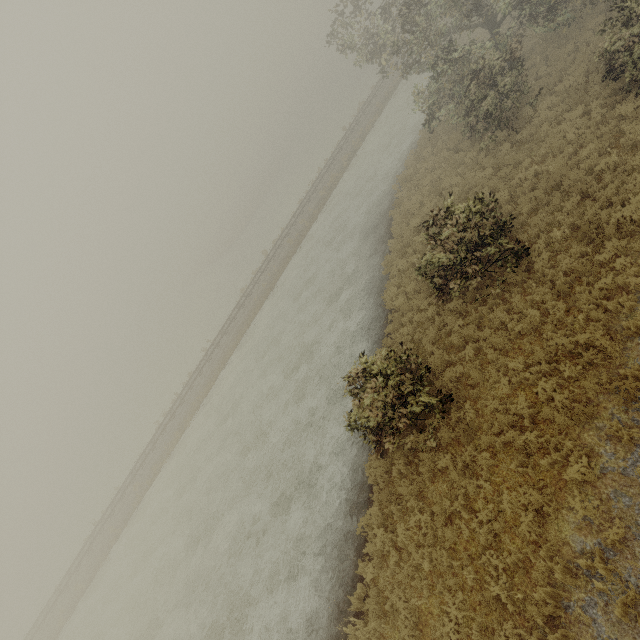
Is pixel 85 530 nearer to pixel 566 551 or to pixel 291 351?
pixel 291 351
